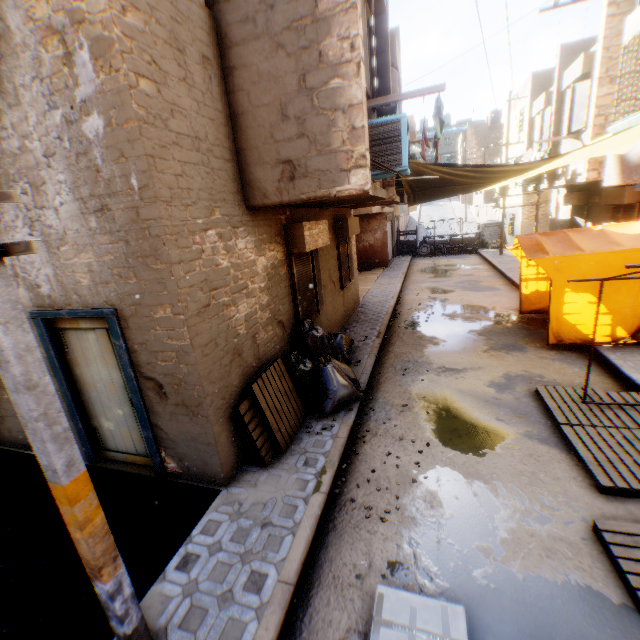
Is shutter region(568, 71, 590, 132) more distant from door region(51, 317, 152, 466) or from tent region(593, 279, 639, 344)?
door region(51, 317, 152, 466)

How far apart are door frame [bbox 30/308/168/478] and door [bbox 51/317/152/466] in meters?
0.0 m

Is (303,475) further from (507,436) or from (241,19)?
(241,19)

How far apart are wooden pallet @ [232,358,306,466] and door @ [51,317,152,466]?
1.3m

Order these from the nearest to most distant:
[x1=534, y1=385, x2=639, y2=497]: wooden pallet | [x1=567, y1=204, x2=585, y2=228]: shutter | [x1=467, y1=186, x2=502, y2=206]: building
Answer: [x1=534, y1=385, x2=639, y2=497]: wooden pallet → [x1=567, y1=204, x2=585, y2=228]: shutter → [x1=467, y1=186, x2=502, y2=206]: building

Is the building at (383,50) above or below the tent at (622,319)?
above

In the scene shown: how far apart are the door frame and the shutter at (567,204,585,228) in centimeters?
1784cm

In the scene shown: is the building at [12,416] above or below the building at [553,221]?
below
